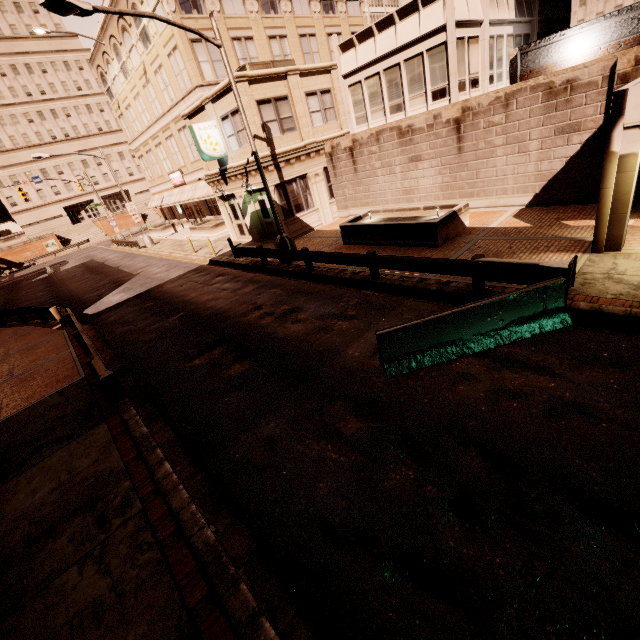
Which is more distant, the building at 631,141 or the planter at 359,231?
the planter at 359,231

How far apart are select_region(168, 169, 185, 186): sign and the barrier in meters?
32.7 m

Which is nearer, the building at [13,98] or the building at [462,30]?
the building at [462,30]

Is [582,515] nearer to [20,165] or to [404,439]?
[404,439]

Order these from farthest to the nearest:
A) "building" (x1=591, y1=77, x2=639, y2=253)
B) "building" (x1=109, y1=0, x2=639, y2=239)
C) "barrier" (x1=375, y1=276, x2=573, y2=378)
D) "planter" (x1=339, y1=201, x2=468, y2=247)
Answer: "building" (x1=109, y1=0, x2=639, y2=239) < "planter" (x1=339, y1=201, x2=468, y2=247) < "building" (x1=591, y1=77, x2=639, y2=253) < "barrier" (x1=375, y1=276, x2=573, y2=378)

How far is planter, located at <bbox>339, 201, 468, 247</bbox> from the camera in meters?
12.1

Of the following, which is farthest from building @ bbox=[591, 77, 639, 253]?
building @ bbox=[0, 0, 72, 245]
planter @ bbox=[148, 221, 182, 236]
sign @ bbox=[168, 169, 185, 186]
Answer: building @ bbox=[0, 0, 72, 245]

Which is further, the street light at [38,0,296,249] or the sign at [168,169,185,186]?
the sign at [168,169,185,186]
